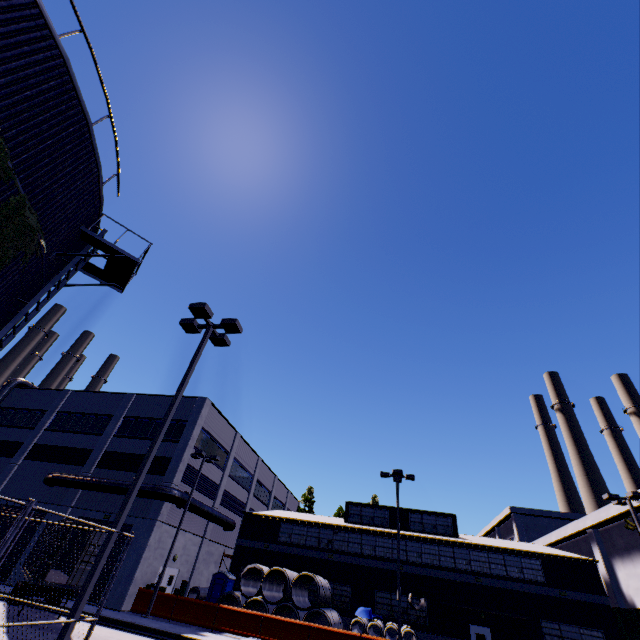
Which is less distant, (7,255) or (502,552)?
(7,255)

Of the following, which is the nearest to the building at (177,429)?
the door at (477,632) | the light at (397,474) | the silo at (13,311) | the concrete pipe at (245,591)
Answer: the door at (477,632)

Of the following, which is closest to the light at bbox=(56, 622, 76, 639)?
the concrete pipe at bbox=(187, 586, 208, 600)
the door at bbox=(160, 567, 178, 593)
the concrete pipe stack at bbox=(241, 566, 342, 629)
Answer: the concrete pipe stack at bbox=(241, 566, 342, 629)

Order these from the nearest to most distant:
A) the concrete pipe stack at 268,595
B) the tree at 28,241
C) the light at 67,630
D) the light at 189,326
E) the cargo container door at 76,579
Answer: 1. the light at 67,630
2. the tree at 28,241
3. the light at 189,326
4. the cargo container door at 76,579
5. the concrete pipe stack at 268,595

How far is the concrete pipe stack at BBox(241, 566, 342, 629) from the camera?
21.05m

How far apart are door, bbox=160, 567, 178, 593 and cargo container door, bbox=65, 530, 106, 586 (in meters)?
11.93

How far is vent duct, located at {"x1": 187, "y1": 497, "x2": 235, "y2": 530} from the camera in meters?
26.1

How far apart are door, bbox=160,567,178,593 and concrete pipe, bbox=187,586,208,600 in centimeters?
69cm
